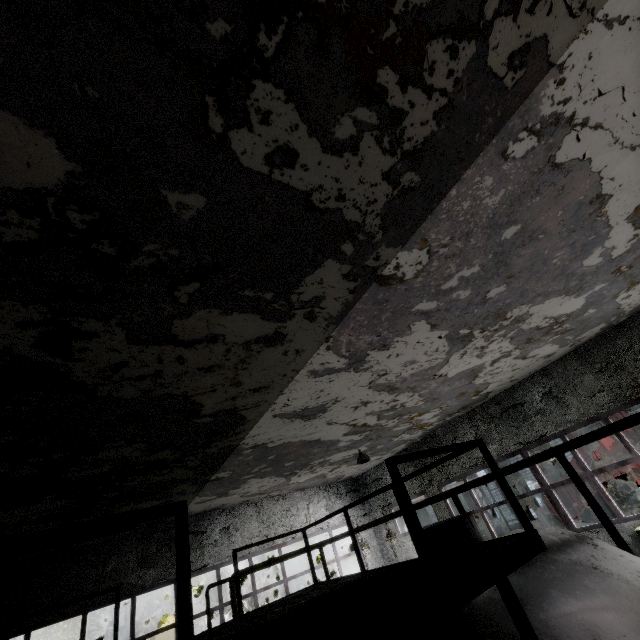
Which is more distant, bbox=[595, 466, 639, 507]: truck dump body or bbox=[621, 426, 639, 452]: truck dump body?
bbox=[621, 426, 639, 452]: truck dump body

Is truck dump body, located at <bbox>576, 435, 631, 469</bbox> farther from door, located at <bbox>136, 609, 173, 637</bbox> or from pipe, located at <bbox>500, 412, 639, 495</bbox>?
door, located at <bbox>136, 609, 173, 637</bbox>

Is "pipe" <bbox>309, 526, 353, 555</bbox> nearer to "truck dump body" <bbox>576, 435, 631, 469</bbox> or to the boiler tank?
"truck dump body" <bbox>576, 435, 631, 469</bbox>

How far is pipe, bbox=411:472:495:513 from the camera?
5.73m

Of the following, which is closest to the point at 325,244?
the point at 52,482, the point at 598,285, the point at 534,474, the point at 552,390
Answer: the point at 598,285

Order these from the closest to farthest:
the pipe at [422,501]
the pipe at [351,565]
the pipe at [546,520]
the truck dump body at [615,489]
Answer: the pipe at [422,501] < the truck dump body at [615,489] < the pipe at [351,565] < the pipe at [546,520]

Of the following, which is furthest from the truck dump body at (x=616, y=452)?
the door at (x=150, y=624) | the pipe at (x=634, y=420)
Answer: the door at (x=150, y=624)
